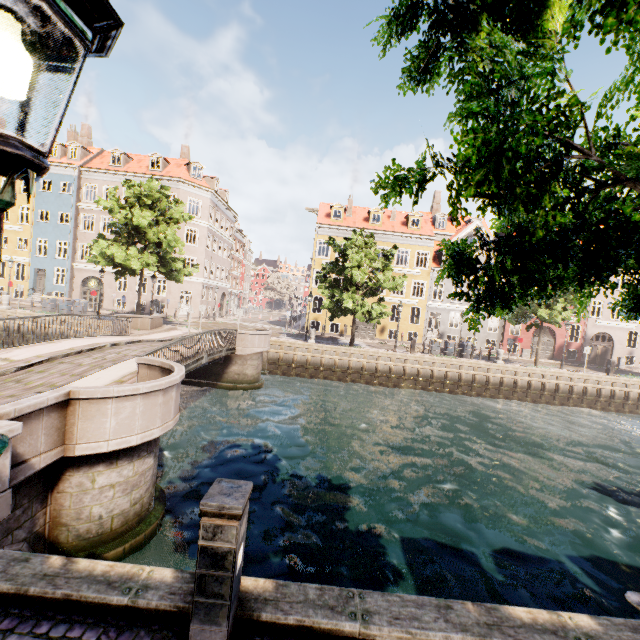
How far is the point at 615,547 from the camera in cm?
796

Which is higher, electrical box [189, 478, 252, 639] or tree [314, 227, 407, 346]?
tree [314, 227, 407, 346]

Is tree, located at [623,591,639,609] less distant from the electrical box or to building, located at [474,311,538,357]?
the electrical box

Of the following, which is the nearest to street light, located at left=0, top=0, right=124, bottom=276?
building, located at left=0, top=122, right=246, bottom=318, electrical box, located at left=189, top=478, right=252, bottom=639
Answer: electrical box, located at left=189, top=478, right=252, bottom=639

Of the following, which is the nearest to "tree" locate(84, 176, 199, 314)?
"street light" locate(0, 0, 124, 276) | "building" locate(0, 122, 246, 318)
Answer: "street light" locate(0, 0, 124, 276)

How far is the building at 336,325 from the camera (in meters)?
32.66

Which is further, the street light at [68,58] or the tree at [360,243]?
the tree at [360,243]

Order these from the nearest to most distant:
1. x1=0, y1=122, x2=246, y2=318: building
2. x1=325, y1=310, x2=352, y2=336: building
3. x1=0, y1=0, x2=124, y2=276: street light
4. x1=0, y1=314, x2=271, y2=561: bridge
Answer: x1=0, y1=0, x2=124, y2=276: street light → x1=0, y1=314, x2=271, y2=561: bridge → x1=0, y1=122, x2=246, y2=318: building → x1=325, y1=310, x2=352, y2=336: building
